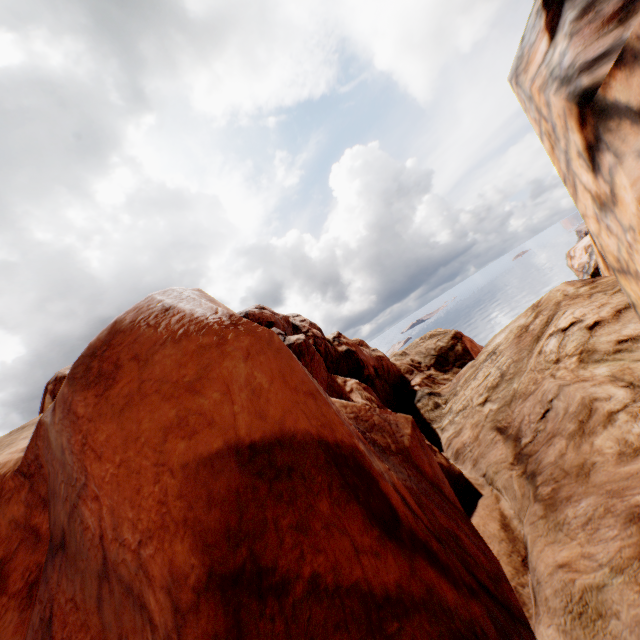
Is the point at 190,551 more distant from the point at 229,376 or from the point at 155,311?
the point at 155,311
